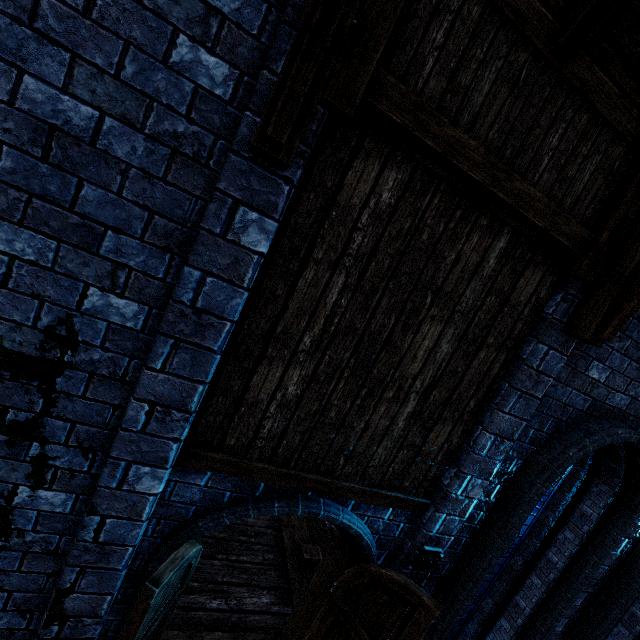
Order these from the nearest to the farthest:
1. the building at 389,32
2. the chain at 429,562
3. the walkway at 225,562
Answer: the building at 389,32
the chain at 429,562
the walkway at 225,562

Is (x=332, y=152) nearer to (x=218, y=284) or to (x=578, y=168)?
(x=218, y=284)

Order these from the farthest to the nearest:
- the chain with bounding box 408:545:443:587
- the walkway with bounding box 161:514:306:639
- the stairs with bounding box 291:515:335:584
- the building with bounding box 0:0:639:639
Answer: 1. the stairs with bounding box 291:515:335:584
2. the walkway with bounding box 161:514:306:639
3. the chain with bounding box 408:545:443:587
4. the building with bounding box 0:0:639:639

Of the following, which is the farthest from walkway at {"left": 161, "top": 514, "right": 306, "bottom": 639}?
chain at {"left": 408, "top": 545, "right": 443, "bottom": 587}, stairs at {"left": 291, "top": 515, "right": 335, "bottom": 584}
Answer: chain at {"left": 408, "top": 545, "right": 443, "bottom": 587}

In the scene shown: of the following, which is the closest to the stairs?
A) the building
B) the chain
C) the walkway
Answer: the walkway

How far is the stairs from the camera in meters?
5.5

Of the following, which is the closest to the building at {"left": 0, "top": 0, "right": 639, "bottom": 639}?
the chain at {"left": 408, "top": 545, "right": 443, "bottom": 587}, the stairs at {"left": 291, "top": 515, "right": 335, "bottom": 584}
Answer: the chain at {"left": 408, "top": 545, "right": 443, "bottom": 587}

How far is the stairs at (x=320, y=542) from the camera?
5.51m
